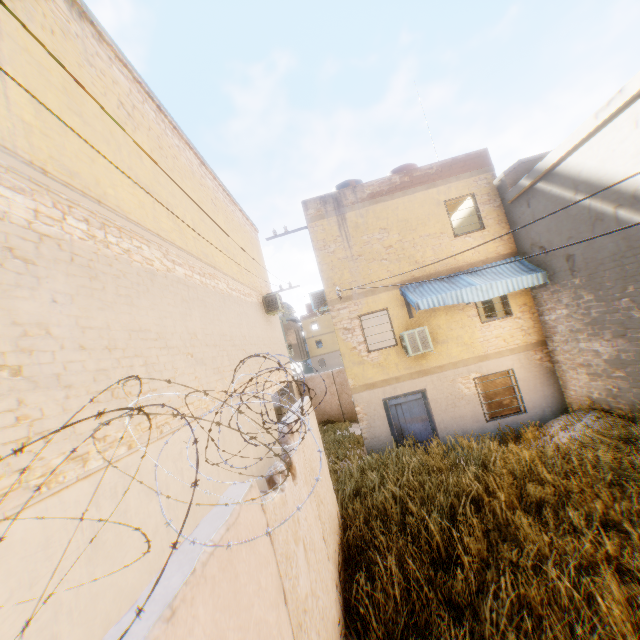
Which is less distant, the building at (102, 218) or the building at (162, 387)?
the building at (102, 218)

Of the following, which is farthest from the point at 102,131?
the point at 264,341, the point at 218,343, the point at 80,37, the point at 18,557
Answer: the point at 264,341

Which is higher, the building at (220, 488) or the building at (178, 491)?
the building at (178, 491)

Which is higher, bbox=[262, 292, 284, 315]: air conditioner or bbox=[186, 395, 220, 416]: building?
bbox=[262, 292, 284, 315]: air conditioner

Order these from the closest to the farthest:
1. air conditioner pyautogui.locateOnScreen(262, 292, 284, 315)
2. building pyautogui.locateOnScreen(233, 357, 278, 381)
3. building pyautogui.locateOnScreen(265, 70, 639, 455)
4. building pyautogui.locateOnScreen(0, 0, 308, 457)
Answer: building pyautogui.locateOnScreen(0, 0, 308, 457), building pyautogui.locateOnScreen(265, 70, 639, 455), building pyautogui.locateOnScreen(233, 357, 278, 381), air conditioner pyautogui.locateOnScreen(262, 292, 284, 315)

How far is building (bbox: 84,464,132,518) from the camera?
3.37m
